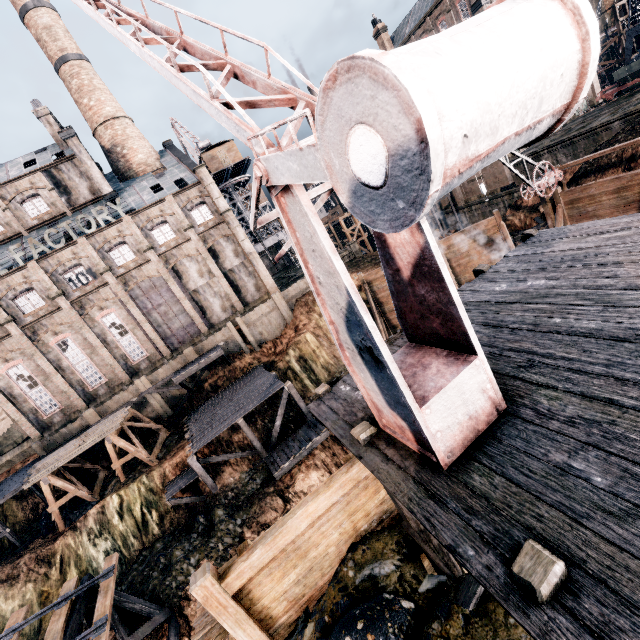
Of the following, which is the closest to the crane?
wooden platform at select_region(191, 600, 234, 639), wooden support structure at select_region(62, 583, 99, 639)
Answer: wooden platform at select_region(191, 600, 234, 639)

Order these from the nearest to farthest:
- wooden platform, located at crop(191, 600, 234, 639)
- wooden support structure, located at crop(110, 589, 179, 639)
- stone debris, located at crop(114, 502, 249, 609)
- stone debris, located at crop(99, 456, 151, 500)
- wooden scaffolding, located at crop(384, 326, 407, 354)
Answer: wooden platform, located at crop(191, 600, 234, 639) → wooden scaffolding, located at crop(384, 326, 407, 354) → wooden support structure, located at crop(110, 589, 179, 639) → stone debris, located at crop(114, 502, 249, 609) → stone debris, located at crop(99, 456, 151, 500)

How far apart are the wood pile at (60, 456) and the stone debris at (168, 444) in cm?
346

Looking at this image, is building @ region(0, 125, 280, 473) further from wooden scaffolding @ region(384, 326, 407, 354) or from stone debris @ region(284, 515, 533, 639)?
stone debris @ region(284, 515, 533, 639)

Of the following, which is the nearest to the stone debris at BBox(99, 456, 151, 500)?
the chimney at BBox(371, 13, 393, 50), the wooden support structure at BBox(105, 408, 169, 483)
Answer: the wooden support structure at BBox(105, 408, 169, 483)

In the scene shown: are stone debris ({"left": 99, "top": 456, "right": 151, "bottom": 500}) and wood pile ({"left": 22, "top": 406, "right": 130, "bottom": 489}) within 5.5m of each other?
yes

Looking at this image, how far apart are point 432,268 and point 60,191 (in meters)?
43.05
